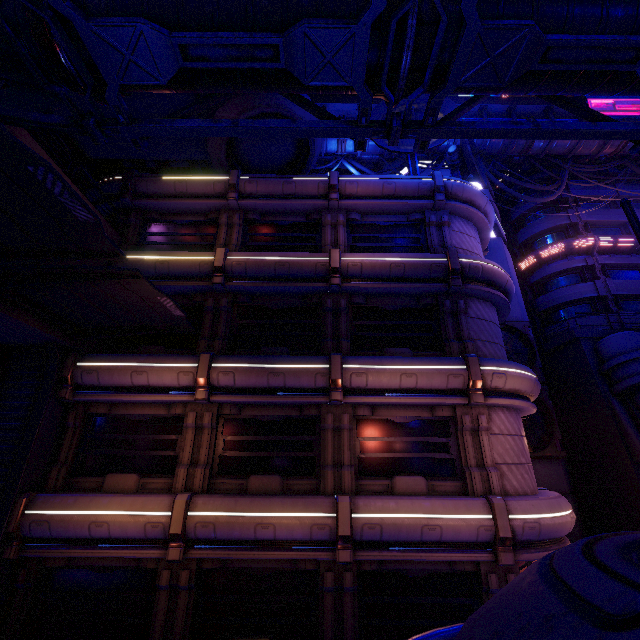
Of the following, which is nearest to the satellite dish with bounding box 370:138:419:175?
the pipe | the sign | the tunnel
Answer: the pipe

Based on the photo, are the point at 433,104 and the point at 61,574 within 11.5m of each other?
no

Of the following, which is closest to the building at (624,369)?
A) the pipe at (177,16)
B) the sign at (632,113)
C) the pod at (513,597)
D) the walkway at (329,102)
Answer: the pipe at (177,16)

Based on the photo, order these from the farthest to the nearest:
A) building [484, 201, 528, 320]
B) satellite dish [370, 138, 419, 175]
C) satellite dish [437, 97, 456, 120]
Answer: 1. building [484, 201, 528, 320]
2. satellite dish [437, 97, 456, 120]
3. satellite dish [370, 138, 419, 175]

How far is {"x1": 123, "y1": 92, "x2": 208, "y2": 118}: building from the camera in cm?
1733

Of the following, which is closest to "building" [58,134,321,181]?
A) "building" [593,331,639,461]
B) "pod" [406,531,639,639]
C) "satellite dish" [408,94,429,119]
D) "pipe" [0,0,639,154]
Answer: "pipe" [0,0,639,154]

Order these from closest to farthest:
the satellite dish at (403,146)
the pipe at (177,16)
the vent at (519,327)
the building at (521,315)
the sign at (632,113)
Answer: the pipe at (177,16)
the satellite dish at (403,146)
the vent at (519,327)
the building at (521,315)
the sign at (632,113)

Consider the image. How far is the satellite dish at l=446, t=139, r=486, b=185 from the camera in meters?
16.3 m
